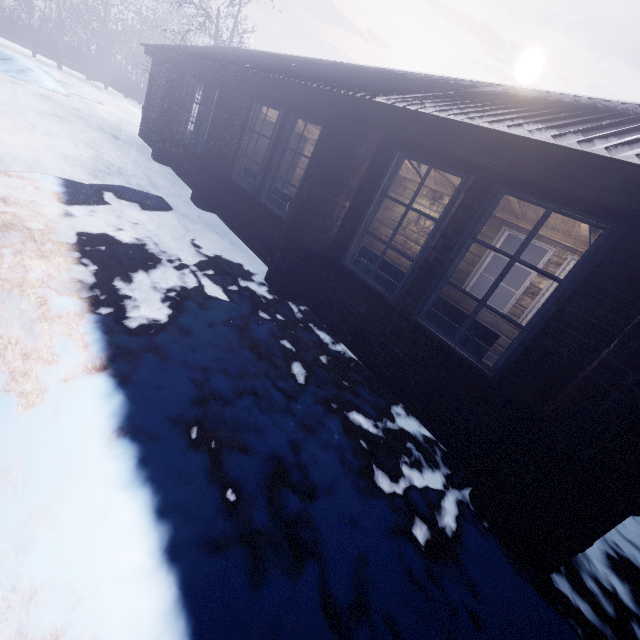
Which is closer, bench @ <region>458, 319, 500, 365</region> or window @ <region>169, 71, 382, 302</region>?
bench @ <region>458, 319, 500, 365</region>

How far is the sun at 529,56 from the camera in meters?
48.8

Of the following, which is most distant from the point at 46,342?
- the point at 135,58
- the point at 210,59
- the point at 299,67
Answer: the point at 135,58

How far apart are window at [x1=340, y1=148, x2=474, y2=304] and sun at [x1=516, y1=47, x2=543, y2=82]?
66.53m

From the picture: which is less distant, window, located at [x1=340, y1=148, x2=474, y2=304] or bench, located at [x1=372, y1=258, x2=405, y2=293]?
window, located at [x1=340, y1=148, x2=474, y2=304]

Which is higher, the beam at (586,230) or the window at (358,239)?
the beam at (586,230)

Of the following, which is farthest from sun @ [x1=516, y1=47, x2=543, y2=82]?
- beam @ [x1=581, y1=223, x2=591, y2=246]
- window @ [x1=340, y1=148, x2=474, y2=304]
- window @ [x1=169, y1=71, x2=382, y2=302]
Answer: window @ [x1=340, y1=148, x2=474, y2=304]

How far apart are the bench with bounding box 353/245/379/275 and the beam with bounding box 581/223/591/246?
1.2 meters
